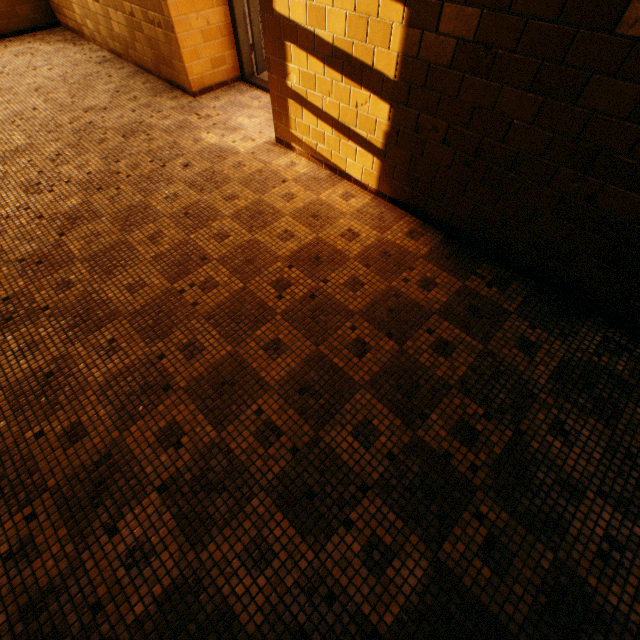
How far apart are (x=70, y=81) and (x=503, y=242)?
6.4 meters
